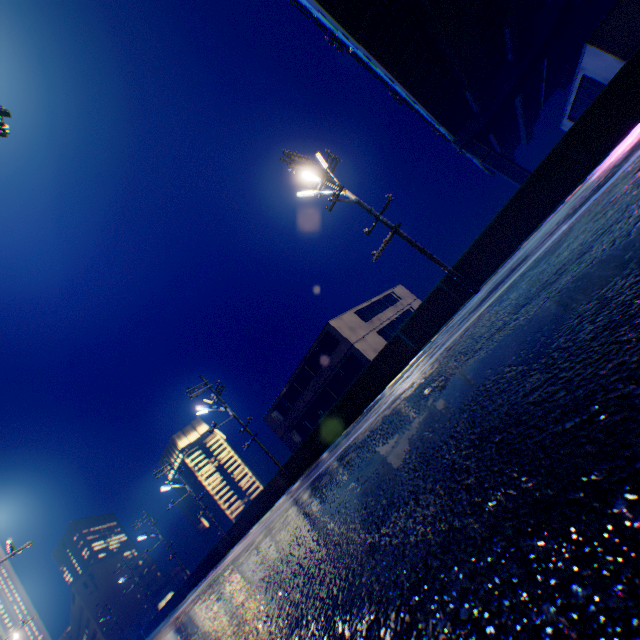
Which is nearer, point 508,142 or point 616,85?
point 616,85

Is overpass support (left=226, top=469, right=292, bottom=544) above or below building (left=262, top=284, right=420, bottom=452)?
below

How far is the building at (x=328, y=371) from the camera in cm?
2889

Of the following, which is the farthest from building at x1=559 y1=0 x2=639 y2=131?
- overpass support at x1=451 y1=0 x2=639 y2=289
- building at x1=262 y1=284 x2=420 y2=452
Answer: overpass support at x1=451 y1=0 x2=639 y2=289

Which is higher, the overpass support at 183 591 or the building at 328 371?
the building at 328 371

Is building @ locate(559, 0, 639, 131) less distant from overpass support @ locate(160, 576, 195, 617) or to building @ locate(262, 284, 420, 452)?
building @ locate(262, 284, 420, 452)

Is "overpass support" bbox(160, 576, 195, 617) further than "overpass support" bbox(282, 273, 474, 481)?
Yes
